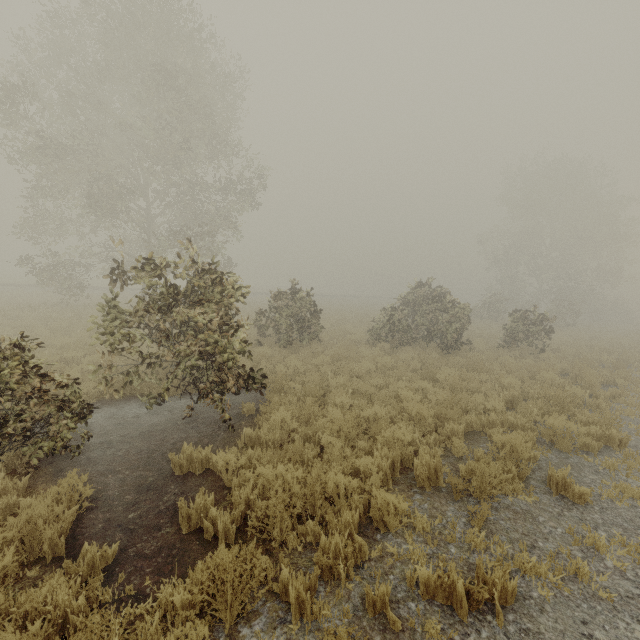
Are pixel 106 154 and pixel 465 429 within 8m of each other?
no
